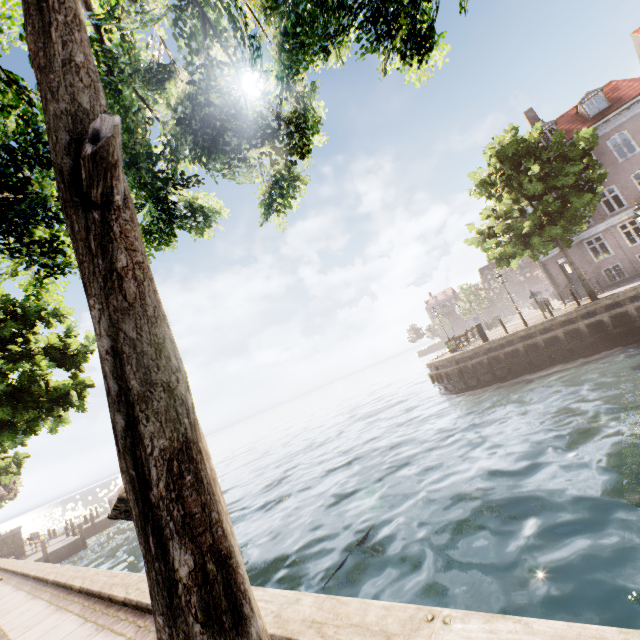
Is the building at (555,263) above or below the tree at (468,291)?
below

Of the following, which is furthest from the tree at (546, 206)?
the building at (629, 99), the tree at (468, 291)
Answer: the tree at (468, 291)

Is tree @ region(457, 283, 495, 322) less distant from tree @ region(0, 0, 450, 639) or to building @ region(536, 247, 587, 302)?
building @ region(536, 247, 587, 302)

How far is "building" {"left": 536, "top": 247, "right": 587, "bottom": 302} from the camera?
25.4 meters

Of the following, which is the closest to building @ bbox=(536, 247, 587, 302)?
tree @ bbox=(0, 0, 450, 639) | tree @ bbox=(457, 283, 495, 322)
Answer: tree @ bbox=(0, 0, 450, 639)

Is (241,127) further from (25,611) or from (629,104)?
(629,104)
